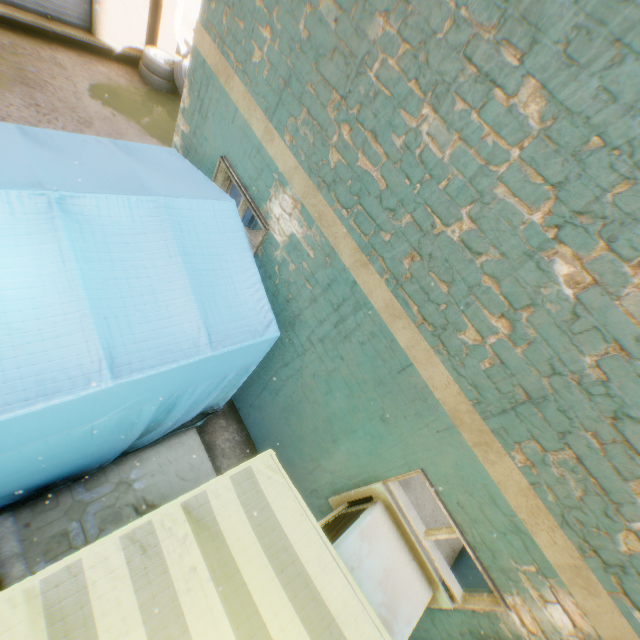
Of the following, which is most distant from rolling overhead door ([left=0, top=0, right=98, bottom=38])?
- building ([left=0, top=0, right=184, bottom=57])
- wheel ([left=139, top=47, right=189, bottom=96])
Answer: wheel ([left=139, top=47, right=189, bottom=96])

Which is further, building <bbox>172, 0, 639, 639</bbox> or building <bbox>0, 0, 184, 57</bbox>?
building <bbox>0, 0, 184, 57</bbox>

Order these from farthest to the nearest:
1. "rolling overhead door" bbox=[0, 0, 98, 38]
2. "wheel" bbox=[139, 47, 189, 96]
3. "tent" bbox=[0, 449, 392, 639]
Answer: "wheel" bbox=[139, 47, 189, 96], "rolling overhead door" bbox=[0, 0, 98, 38], "tent" bbox=[0, 449, 392, 639]

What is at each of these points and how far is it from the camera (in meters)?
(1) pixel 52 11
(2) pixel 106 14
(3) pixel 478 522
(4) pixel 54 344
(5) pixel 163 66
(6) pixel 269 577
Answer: (1) rolling overhead door, 7.21
(2) building, 7.64
(3) building, 2.30
(4) tent, 1.99
(5) wheel, 8.09
(6) tent, 1.82

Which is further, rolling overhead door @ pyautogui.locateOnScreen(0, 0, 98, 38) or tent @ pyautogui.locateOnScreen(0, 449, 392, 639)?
rolling overhead door @ pyautogui.locateOnScreen(0, 0, 98, 38)

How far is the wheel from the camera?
8.08m

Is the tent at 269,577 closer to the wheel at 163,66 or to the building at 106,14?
the building at 106,14

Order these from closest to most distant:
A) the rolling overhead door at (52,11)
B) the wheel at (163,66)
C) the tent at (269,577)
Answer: the tent at (269,577)
the rolling overhead door at (52,11)
the wheel at (163,66)
